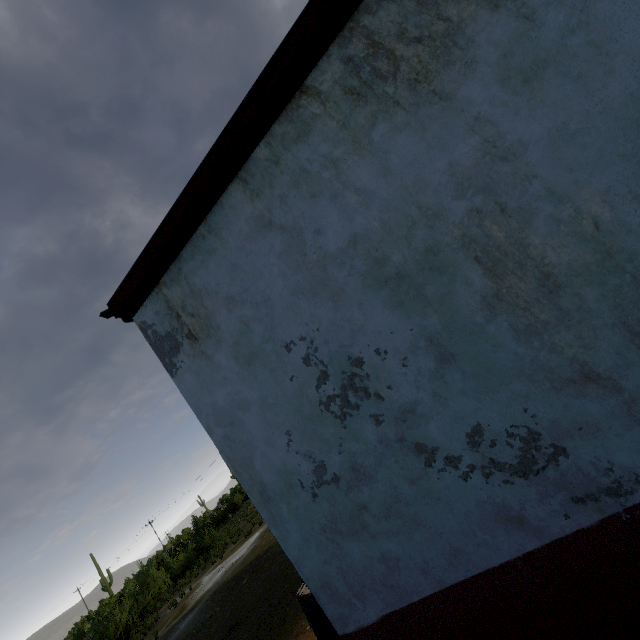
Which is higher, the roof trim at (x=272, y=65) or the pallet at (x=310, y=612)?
the roof trim at (x=272, y=65)

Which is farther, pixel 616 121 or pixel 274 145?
pixel 274 145

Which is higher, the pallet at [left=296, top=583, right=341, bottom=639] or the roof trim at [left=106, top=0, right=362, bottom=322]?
the roof trim at [left=106, top=0, right=362, bottom=322]
